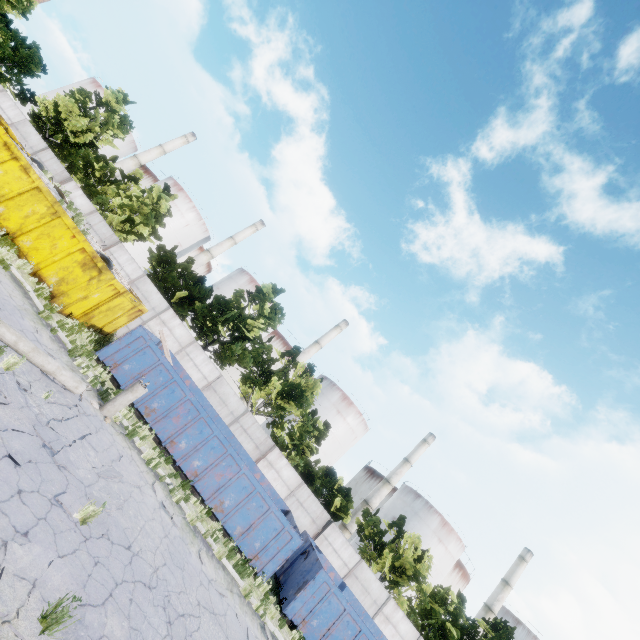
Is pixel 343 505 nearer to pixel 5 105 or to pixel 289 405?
pixel 289 405

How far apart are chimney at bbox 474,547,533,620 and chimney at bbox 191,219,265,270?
70.35m

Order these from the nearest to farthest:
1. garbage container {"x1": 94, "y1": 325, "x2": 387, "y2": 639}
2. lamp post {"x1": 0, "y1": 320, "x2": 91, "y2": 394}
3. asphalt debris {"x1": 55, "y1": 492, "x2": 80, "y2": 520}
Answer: asphalt debris {"x1": 55, "y1": 492, "x2": 80, "y2": 520} → lamp post {"x1": 0, "y1": 320, "x2": 91, "y2": 394} → garbage container {"x1": 94, "y1": 325, "x2": 387, "y2": 639}

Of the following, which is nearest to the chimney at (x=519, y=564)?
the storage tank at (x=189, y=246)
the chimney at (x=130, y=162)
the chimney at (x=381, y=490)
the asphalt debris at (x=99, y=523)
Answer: the chimney at (x=381, y=490)

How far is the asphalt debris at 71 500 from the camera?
6.1m

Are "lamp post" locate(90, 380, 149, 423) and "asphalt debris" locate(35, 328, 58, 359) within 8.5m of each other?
yes

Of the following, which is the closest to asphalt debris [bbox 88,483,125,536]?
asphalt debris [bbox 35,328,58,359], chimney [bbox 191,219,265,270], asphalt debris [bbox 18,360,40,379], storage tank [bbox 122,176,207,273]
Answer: asphalt debris [bbox 18,360,40,379]

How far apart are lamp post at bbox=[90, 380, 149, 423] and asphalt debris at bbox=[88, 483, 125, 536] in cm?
331
